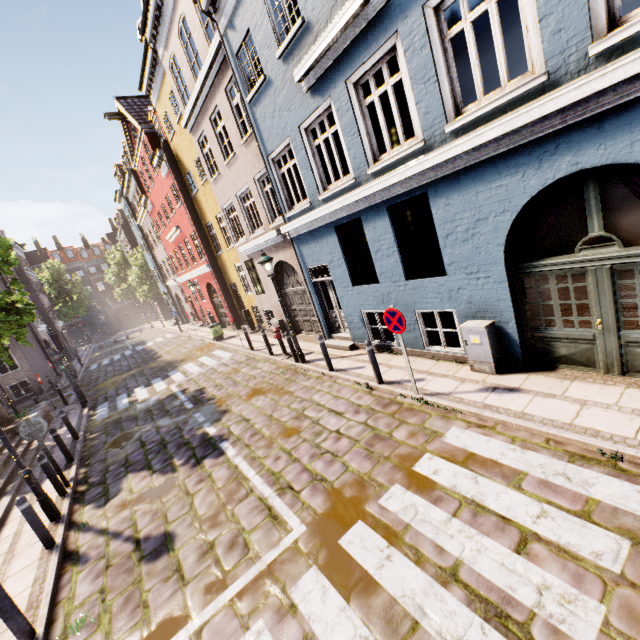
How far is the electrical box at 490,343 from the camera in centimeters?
624cm

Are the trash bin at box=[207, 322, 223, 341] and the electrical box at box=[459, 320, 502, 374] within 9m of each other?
no

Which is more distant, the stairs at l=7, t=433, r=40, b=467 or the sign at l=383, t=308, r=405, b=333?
the stairs at l=7, t=433, r=40, b=467

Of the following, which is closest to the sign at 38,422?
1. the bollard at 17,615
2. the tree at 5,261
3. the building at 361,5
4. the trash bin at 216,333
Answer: the bollard at 17,615

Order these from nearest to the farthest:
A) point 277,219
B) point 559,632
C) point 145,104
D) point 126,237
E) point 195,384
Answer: point 559,632 < point 277,219 < point 195,384 < point 145,104 < point 126,237

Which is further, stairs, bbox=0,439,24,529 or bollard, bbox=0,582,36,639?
stairs, bbox=0,439,24,529

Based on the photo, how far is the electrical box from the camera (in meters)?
6.24

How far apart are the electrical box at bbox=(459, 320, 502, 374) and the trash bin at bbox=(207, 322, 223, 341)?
15.0 meters
